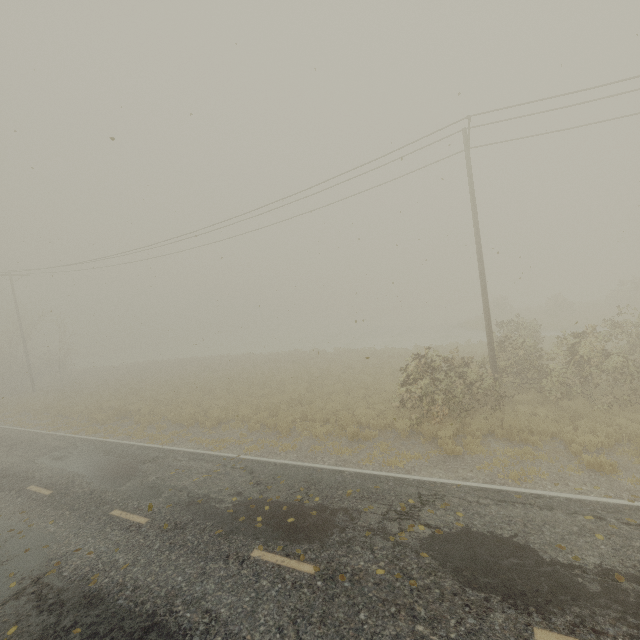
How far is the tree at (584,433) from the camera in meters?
8.9

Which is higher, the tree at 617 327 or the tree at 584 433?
the tree at 617 327

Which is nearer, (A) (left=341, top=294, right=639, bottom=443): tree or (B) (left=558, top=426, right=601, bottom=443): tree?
(B) (left=558, top=426, right=601, bottom=443): tree

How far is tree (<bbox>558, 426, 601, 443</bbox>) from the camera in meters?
8.9

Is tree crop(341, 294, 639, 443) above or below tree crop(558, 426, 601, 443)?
above

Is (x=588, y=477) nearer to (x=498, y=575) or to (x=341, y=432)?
(x=498, y=575)
